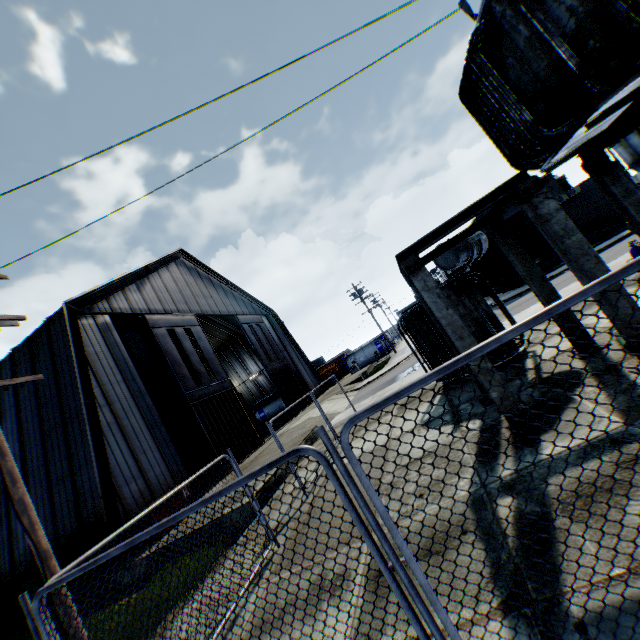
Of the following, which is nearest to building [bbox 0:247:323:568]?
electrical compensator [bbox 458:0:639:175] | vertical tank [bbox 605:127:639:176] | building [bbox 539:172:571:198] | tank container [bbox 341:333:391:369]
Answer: tank container [bbox 341:333:391:369]

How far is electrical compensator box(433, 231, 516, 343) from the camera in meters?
8.8 m

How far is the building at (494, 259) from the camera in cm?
2792

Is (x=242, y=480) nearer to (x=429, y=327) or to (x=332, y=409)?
(x=429, y=327)

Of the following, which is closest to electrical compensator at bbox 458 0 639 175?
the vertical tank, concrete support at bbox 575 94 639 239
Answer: concrete support at bbox 575 94 639 239

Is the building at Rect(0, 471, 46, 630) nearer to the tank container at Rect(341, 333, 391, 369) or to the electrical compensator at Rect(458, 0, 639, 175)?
the tank container at Rect(341, 333, 391, 369)

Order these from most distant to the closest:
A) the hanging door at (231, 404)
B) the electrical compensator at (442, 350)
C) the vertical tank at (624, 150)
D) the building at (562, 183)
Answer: the vertical tank at (624, 150) < the building at (562, 183) < the hanging door at (231, 404) < the electrical compensator at (442, 350)

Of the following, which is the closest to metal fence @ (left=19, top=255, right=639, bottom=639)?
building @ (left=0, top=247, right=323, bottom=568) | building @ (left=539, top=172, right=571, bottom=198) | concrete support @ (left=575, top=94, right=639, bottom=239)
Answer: building @ (left=0, top=247, right=323, bottom=568)
